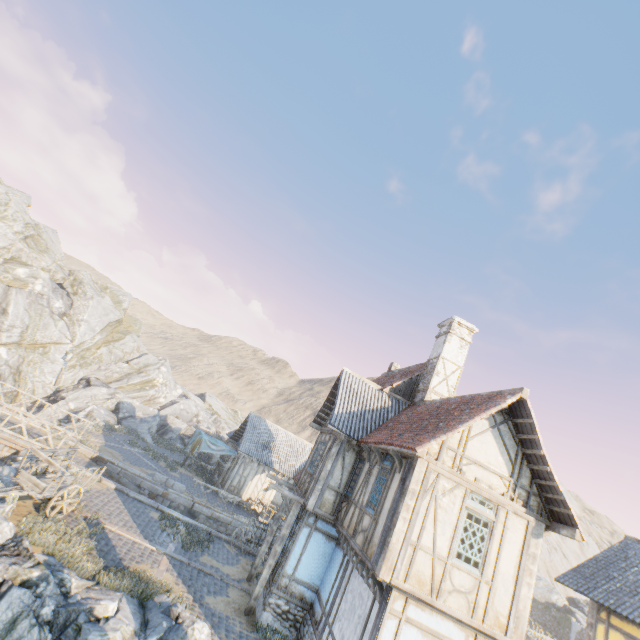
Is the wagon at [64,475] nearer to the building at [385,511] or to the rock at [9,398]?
the rock at [9,398]

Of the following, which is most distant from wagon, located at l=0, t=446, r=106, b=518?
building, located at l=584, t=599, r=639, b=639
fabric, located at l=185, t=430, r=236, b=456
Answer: building, located at l=584, t=599, r=639, b=639

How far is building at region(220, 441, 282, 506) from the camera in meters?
25.2 m

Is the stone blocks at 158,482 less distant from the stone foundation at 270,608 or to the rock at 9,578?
the rock at 9,578

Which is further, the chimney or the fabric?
the fabric

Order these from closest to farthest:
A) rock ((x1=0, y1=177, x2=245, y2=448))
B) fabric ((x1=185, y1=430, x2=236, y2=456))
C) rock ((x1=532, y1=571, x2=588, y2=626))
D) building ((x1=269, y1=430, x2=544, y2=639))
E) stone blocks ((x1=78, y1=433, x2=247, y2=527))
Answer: building ((x1=269, y1=430, x2=544, y2=639)), stone blocks ((x1=78, y1=433, x2=247, y2=527)), fabric ((x1=185, y1=430, x2=236, y2=456)), rock ((x1=0, y1=177, x2=245, y2=448)), rock ((x1=532, y1=571, x2=588, y2=626))

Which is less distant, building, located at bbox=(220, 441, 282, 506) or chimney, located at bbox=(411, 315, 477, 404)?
chimney, located at bbox=(411, 315, 477, 404)

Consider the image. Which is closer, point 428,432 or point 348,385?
point 428,432
